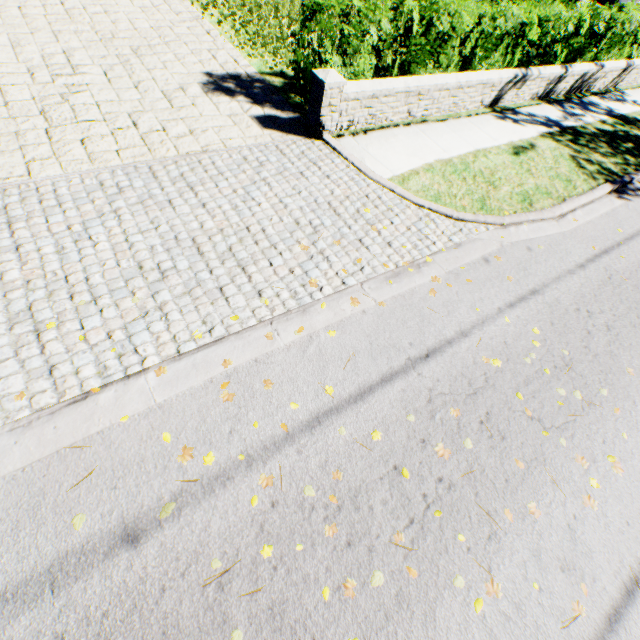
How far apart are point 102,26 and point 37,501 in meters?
9.2
